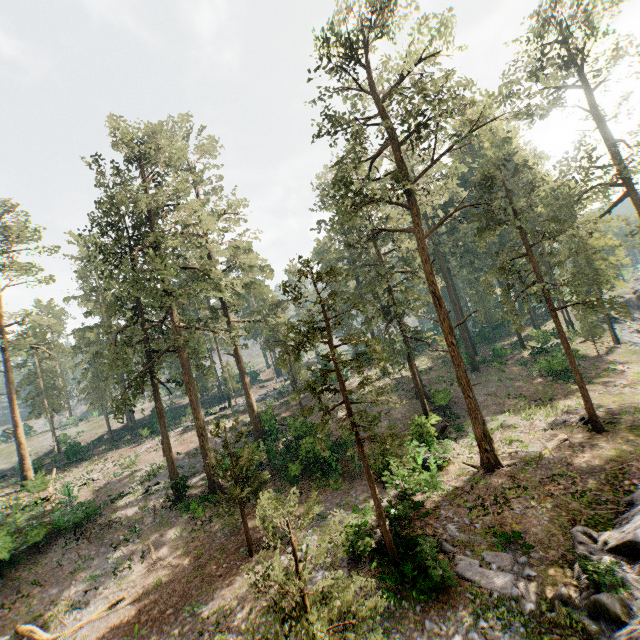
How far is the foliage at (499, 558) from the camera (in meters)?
12.33

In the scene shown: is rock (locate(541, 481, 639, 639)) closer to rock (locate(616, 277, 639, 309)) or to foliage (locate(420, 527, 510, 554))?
foliage (locate(420, 527, 510, 554))

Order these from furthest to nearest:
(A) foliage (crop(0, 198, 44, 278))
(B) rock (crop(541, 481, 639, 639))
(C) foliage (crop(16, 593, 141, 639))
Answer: (A) foliage (crop(0, 198, 44, 278)) < (C) foliage (crop(16, 593, 141, 639)) < (B) rock (crop(541, 481, 639, 639))

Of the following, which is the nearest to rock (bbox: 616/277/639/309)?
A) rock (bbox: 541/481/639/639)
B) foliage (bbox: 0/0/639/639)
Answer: foliage (bbox: 0/0/639/639)

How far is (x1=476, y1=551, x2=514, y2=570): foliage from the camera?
12.33m

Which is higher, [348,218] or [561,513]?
[348,218]
